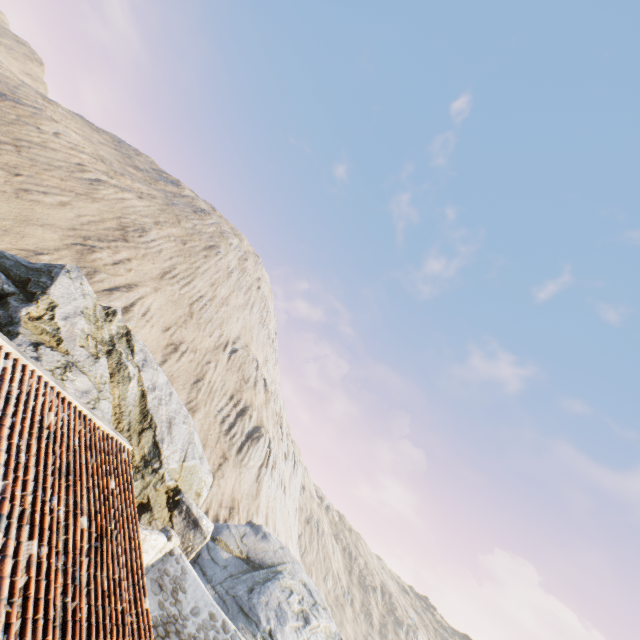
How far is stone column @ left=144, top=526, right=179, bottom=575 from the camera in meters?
11.7

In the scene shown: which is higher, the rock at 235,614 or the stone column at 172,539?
the rock at 235,614

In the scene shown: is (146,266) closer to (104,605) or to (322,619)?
(322,619)

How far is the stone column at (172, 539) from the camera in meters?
11.7

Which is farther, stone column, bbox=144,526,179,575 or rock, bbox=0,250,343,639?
rock, bbox=0,250,343,639

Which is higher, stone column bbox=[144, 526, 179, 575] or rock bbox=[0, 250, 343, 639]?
rock bbox=[0, 250, 343, 639]
